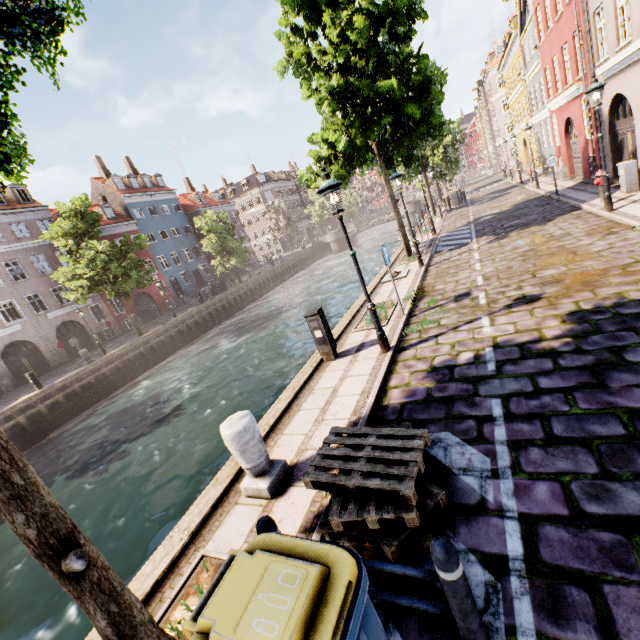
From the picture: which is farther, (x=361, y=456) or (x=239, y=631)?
(x=361, y=456)

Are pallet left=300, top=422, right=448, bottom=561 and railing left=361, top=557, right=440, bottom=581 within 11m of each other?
yes

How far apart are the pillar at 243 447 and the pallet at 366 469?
0.9 meters

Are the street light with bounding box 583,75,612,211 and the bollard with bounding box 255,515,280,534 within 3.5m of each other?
no

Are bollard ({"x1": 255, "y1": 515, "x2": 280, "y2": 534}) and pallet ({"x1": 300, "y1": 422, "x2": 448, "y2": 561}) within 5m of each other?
yes

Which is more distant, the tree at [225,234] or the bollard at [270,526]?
the tree at [225,234]

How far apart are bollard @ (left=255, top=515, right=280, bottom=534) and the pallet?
0.42m

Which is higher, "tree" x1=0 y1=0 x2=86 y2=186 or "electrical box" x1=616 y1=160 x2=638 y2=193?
"tree" x1=0 y1=0 x2=86 y2=186
